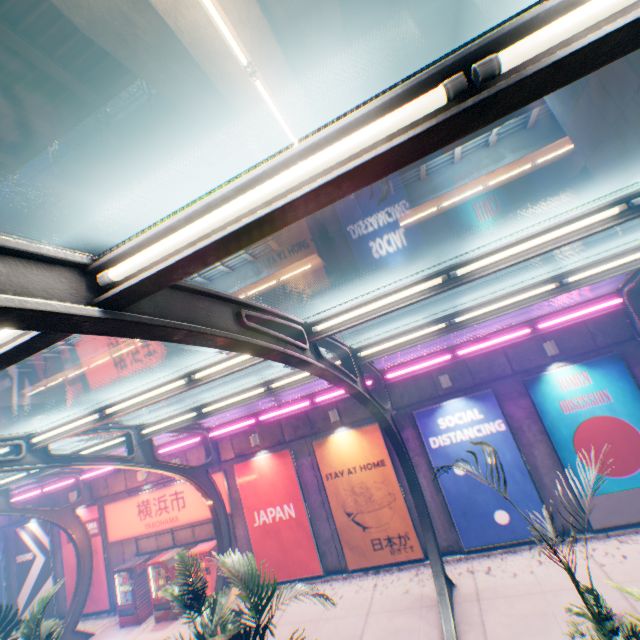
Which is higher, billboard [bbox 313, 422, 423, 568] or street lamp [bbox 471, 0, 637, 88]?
street lamp [bbox 471, 0, 637, 88]

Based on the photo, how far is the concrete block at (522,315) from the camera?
9.8 meters

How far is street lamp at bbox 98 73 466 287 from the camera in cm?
144

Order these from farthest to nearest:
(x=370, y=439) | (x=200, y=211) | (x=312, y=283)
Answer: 1. (x=312, y=283)
2. (x=370, y=439)
3. (x=200, y=211)

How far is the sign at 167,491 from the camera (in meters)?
13.19

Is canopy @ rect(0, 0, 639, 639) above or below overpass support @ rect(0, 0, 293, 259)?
below

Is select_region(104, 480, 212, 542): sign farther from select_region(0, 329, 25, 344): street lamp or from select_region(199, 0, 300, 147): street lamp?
select_region(199, 0, 300, 147): street lamp

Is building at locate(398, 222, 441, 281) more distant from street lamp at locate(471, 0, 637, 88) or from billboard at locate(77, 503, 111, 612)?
street lamp at locate(471, 0, 637, 88)
